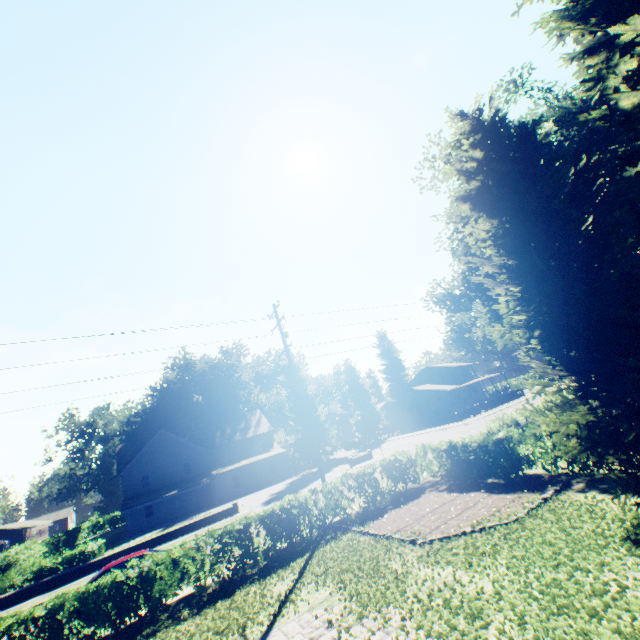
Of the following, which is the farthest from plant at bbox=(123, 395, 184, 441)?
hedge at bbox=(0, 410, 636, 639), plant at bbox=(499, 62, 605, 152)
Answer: hedge at bbox=(0, 410, 636, 639)

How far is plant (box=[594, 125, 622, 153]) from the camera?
19.48m

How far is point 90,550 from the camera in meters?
22.6 m

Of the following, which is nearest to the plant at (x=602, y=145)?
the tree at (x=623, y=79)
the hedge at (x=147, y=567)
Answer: the tree at (x=623, y=79)

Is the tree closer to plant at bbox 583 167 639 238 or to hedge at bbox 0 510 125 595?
hedge at bbox 0 510 125 595

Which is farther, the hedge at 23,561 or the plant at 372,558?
the hedge at 23,561

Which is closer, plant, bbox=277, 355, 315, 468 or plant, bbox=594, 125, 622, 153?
plant, bbox=594, 125, 622, 153

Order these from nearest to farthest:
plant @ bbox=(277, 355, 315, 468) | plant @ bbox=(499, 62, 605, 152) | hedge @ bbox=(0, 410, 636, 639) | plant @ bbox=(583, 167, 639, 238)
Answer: hedge @ bbox=(0, 410, 636, 639)
plant @ bbox=(583, 167, 639, 238)
plant @ bbox=(499, 62, 605, 152)
plant @ bbox=(277, 355, 315, 468)
